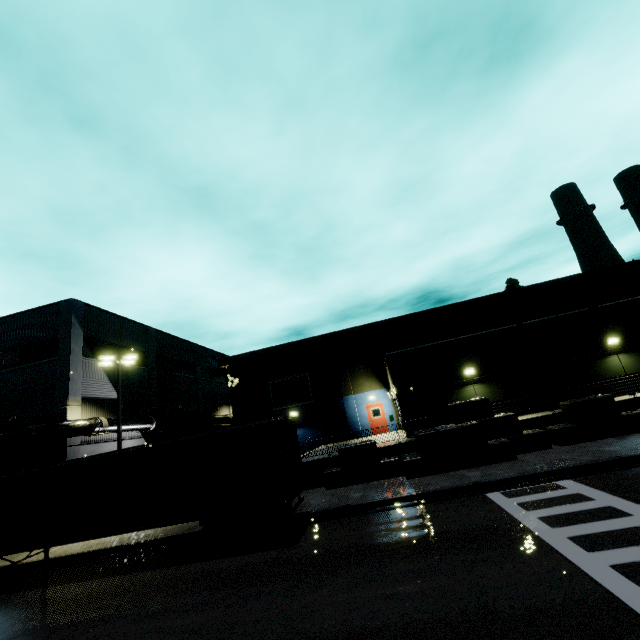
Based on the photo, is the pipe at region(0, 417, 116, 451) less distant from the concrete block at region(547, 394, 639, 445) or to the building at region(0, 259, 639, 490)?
the building at region(0, 259, 639, 490)

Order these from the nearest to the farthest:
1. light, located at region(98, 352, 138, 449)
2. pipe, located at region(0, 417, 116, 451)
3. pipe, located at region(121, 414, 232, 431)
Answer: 1. pipe, located at region(0, 417, 116, 451)
2. light, located at region(98, 352, 138, 449)
3. pipe, located at region(121, 414, 232, 431)

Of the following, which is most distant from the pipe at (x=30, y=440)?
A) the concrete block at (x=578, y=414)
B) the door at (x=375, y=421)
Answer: the door at (x=375, y=421)

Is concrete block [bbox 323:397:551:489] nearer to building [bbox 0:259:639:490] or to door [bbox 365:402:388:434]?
building [bbox 0:259:639:490]

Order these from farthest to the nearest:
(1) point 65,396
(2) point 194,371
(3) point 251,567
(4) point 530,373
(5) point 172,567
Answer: (2) point 194,371
(1) point 65,396
(4) point 530,373
(5) point 172,567
(3) point 251,567

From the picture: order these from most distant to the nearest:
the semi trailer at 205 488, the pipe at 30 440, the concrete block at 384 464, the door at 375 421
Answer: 1. the door at 375 421
2. the pipe at 30 440
3. the concrete block at 384 464
4. the semi trailer at 205 488

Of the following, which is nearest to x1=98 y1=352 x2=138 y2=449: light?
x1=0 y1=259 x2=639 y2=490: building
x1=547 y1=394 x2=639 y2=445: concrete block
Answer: x1=0 y1=259 x2=639 y2=490: building

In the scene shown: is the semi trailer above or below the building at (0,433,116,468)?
below
